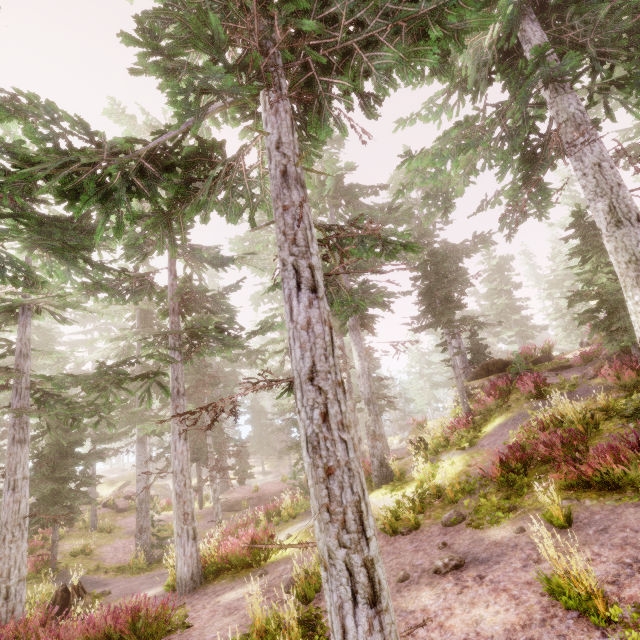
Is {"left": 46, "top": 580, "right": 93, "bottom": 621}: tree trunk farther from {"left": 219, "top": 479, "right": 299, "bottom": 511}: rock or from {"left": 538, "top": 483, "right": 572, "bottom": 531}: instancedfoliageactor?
{"left": 219, "top": 479, "right": 299, "bottom": 511}: rock

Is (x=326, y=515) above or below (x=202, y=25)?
below

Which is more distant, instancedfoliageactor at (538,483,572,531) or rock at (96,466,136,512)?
rock at (96,466,136,512)

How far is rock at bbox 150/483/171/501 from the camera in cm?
2899

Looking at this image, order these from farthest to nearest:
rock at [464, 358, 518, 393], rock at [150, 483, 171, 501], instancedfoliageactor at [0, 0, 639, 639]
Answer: rock at [150, 483, 171, 501] < rock at [464, 358, 518, 393] < instancedfoliageactor at [0, 0, 639, 639]

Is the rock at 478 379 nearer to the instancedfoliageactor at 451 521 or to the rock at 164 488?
the instancedfoliageactor at 451 521

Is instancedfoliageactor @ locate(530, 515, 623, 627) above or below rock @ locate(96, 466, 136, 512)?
above

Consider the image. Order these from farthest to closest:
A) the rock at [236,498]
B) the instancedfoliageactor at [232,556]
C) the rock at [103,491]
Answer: the rock at [103,491] → the rock at [236,498] → the instancedfoliageactor at [232,556]
